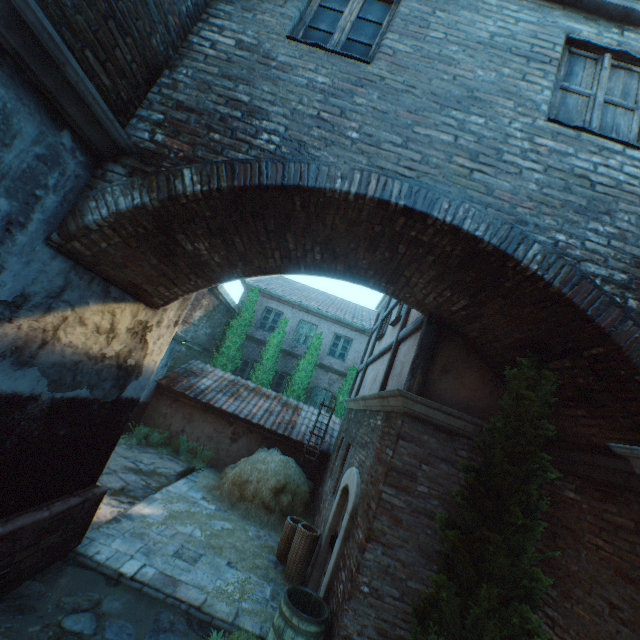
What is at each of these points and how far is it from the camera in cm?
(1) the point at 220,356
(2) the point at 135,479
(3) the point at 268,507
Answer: (1) tree, 1547
(2) ground stones, 819
(3) straw pile, 866

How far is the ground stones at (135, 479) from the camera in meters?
7.1

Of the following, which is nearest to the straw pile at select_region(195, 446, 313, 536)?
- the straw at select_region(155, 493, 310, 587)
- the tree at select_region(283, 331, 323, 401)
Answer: the straw at select_region(155, 493, 310, 587)

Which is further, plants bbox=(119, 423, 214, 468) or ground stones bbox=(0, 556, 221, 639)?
plants bbox=(119, 423, 214, 468)

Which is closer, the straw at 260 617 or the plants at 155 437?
the straw at 260 617

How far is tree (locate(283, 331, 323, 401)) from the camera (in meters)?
15.28

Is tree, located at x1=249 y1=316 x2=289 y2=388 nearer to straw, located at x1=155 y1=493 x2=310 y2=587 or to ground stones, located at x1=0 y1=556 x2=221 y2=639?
straw, located at x1=155 y1=493 x2=310 y2=587

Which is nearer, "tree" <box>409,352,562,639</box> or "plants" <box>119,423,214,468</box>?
"tree" <box>409,352,562,639</box>
